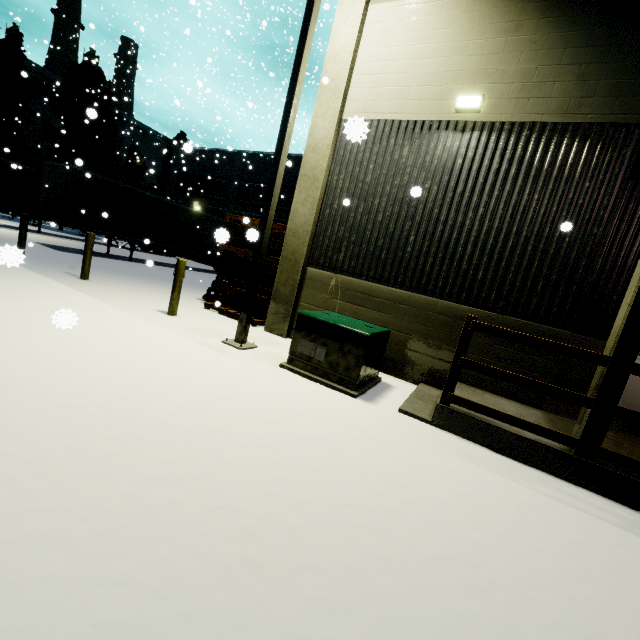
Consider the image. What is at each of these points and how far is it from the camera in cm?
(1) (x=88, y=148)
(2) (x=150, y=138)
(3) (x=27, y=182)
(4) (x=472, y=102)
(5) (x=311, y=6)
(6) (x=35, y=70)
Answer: (1) tree, 2669
(2) building, 4731
(3) semi trailer, 1811
(4) light, 607
(5) light, 552
(6) building, 3412

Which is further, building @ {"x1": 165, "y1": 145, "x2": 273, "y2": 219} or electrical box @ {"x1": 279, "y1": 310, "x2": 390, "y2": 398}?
building @ {"x1": 165, "y1": 145, "x2": 273, "y2": 219}

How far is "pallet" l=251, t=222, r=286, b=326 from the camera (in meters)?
8.46

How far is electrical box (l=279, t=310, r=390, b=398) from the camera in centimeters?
516cm

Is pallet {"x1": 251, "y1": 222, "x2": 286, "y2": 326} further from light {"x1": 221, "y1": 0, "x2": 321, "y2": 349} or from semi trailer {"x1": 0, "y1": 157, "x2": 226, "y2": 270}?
semi trailer {"x1": 0, "y1": 157, "x2": 226, "y2": 270}

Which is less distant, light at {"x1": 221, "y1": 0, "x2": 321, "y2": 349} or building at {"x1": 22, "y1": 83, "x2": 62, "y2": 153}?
light at {"x1": 221, "y1": 0, "x2": 321, "y2": 349}

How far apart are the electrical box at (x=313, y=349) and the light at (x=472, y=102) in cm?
452

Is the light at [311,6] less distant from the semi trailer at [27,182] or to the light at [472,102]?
the light at [472,102]
